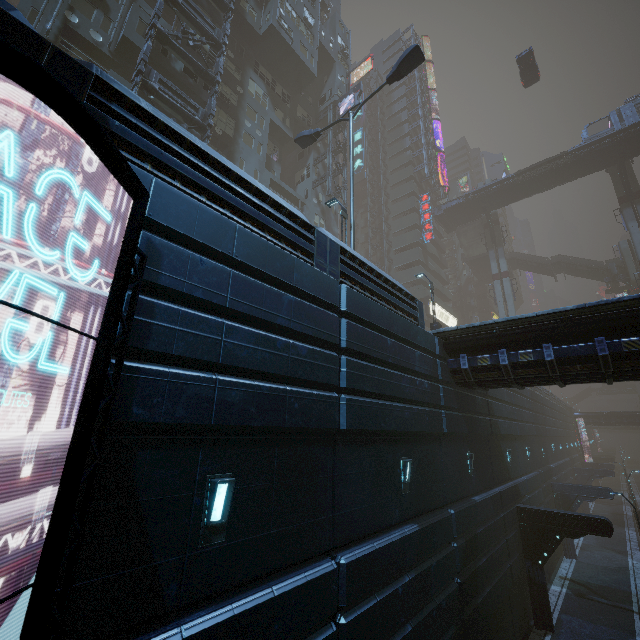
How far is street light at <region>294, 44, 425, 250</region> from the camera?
15.57m

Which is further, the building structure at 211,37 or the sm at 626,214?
the sm at 626,214

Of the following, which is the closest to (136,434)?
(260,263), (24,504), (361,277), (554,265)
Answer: (24,504)

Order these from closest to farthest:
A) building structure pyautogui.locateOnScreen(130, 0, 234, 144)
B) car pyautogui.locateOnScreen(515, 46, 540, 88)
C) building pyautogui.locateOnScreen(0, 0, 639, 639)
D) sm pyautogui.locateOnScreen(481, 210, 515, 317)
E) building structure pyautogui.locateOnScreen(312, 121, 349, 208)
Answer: building pyautogui.locateOnScreen(0, 0, 639, 639) < building structure pyautogui.locateOnScreen(130, 0, 234, 144) < building structure pyautogui.locateOnScreen(312, 121, 349, 208) < car pyautogui.locateOnScreen(515, 46, 540, 88) < sm pyautogui.locateOnScreen(481, 210, 515, 317)

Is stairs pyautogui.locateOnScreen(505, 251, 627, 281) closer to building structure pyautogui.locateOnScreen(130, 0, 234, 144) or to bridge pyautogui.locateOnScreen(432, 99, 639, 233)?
bridge pyautogui.locateOnScreen(432, 99, 639, 233)

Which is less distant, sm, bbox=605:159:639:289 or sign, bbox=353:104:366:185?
sm, bbox=605:159:639:289

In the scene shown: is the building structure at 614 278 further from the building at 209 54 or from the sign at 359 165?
the sign at 359 165

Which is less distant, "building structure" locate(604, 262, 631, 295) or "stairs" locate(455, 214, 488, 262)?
"building structure" locate(604, 262, 631, 295)
